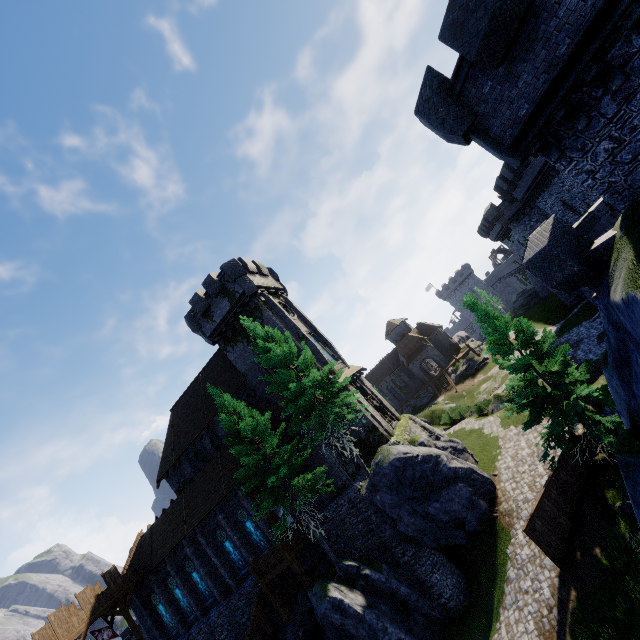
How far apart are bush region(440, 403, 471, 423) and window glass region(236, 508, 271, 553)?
21.8 meters

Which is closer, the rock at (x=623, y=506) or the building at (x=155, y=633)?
the rock at (x=623, y=506)

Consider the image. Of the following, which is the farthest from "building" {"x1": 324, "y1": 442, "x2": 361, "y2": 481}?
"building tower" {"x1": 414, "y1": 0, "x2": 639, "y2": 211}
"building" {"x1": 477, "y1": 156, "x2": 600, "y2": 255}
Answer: "building" {"x1": 477, "y1": 156, "x2": 600, "y2": 255}

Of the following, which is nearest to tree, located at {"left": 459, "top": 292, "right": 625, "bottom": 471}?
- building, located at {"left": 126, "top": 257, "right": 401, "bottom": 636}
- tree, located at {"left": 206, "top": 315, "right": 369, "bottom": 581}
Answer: tree, located at {"left": 206, "top": 315, "right": 369, "bottom": 581}

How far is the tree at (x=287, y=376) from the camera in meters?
19.1

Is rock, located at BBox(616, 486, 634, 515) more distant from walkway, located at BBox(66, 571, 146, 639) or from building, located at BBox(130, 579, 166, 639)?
walkway, located at BBox(66, 571, 146, 639)

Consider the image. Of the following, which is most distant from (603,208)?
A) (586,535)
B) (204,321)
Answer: (204,321)

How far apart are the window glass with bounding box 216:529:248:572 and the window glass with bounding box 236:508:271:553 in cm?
149
